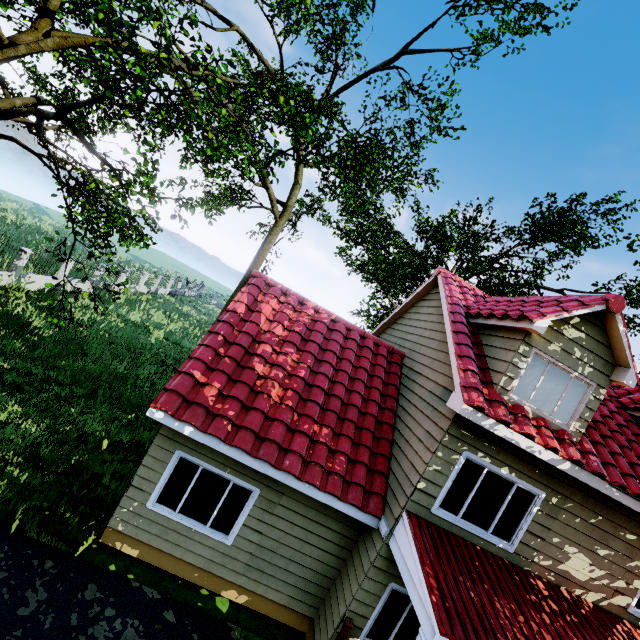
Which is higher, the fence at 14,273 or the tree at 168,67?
the tree at 168,67

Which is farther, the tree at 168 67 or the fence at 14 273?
the fence at 14 273

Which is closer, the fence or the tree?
the tree

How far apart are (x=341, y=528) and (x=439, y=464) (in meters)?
2.75

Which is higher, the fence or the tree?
the tree
